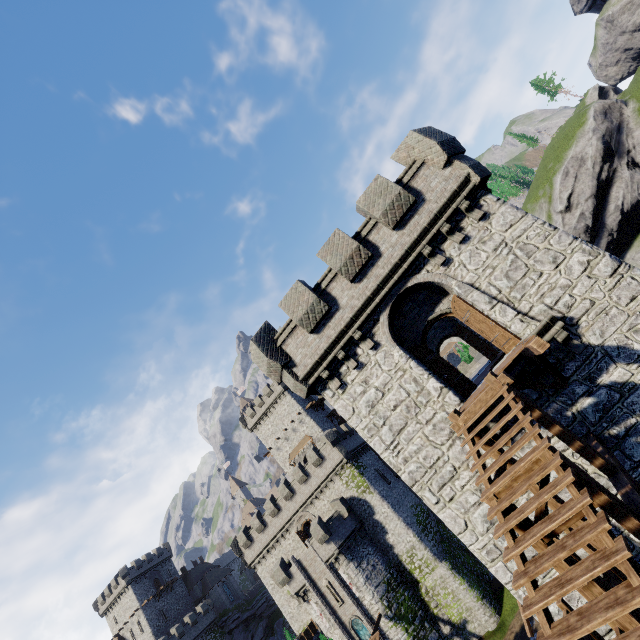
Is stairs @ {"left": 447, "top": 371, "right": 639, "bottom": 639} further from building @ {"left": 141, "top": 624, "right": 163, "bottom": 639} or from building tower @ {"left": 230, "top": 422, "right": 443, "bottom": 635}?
building @ {"left": 141, "top": 624, "right": 163, "bottom": 639}

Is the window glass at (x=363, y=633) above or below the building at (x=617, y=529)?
below

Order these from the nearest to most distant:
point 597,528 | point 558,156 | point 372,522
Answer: point 597,528
point 372,522
point 558,156

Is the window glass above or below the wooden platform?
below

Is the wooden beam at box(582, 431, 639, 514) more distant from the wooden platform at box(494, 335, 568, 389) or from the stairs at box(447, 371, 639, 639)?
the wooden platform at box(494, 335, 568, 389)

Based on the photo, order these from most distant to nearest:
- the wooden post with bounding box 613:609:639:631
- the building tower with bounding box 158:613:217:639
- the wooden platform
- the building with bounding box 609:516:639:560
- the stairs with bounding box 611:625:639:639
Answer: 1. the building tower with bounding box 158:613:217:639
2. the building with bounding box 609:516:639:560
3. the wooden platform
4. the wooden post with bounding box 613:609:639:631
5. the stairs with bounding box 611:625:639:639

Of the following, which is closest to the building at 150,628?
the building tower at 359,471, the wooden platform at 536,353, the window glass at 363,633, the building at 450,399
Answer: the building tower at 359,471

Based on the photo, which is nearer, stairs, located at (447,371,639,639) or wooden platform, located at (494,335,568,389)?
stairs, located at (447,371,639,639)
